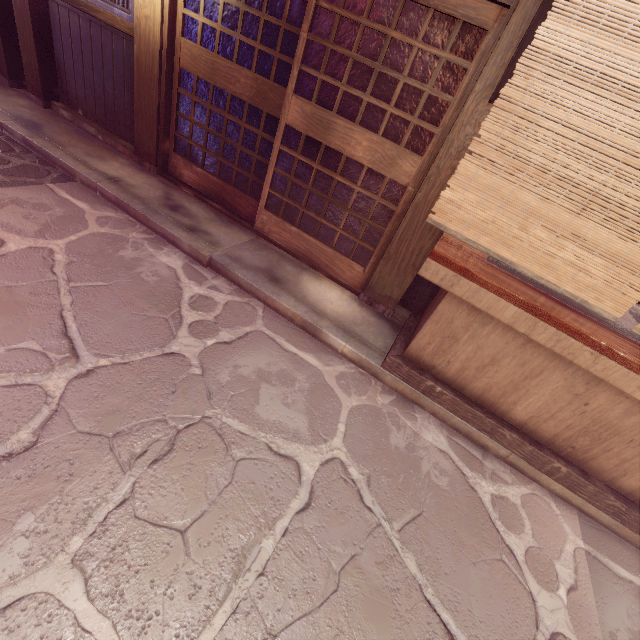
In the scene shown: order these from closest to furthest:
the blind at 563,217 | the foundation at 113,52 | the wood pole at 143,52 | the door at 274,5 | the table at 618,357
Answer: the blind at 563,217
the table at 618,357
the door at 274,5
the wood pole at 143,52
the foundation at 113,52

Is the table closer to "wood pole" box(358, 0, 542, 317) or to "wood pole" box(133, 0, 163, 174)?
"wood pole" box(358, 0, 542, 317)

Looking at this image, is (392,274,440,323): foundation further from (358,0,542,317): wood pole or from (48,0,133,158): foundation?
(48,0,133,158): foundation

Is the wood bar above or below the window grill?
below

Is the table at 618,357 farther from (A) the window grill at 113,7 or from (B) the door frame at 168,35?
(A) the window grill at 113,7

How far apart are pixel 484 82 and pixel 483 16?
0.8m

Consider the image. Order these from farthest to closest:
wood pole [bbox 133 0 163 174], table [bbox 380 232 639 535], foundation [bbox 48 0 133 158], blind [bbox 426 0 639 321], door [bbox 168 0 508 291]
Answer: foundation [bbox 48 0 133 158]
wood pole [bbox 133 0 163 174]
door [bbox 168 0 508 291]
table [bbox 380 232 639 535]
blind [bbox 426 0 639 321]

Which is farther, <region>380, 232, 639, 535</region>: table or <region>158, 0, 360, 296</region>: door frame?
<region>158, 0, 360, 296</region>: door frame
